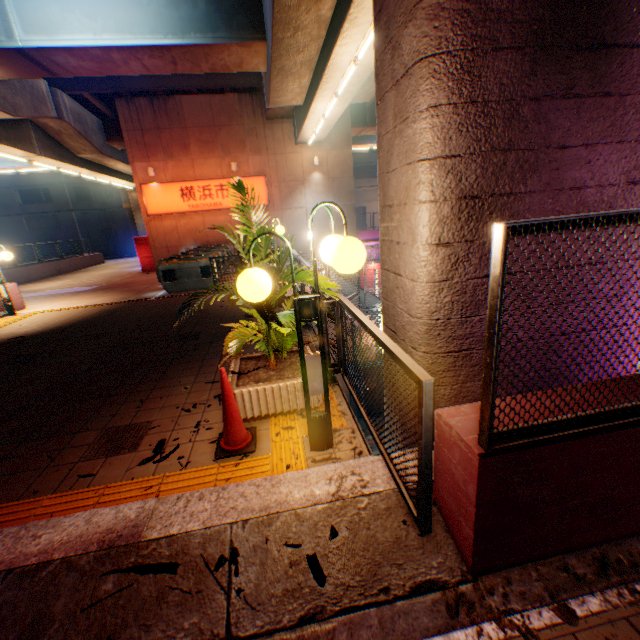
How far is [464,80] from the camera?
2.77m

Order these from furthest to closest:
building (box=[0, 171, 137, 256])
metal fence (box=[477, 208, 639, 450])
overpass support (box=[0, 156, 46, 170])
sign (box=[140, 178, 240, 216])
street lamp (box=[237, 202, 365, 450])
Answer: building (box=[0, 171, 137, 256]) < sign (box=[140, 178, 240, 216]) < overpass support (box=[0, 156, 46, 170]) < street lamp (box=[237, 202, 365, 450]) < metal fence (box=[477, 208, 639, 450])

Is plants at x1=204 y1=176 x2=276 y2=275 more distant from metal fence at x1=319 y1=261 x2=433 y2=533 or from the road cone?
the road cone

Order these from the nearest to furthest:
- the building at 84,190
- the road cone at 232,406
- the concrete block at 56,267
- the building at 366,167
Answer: the road cone at 232,406, the concrete block at 56,267, the building at 84,190, the building at 366,167

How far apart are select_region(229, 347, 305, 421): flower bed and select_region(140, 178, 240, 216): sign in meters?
15.8

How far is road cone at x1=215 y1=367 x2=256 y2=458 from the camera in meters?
3.1 m

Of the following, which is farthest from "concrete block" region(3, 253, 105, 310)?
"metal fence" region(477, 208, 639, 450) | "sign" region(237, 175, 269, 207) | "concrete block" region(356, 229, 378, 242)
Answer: "concrete block" region(356, 229, 378, 242)

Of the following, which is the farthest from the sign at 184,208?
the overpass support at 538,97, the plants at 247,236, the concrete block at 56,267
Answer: the plants at 247,236
